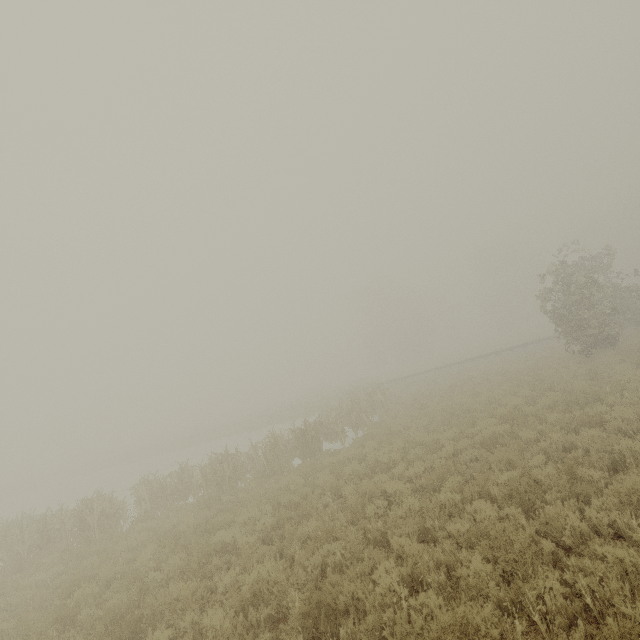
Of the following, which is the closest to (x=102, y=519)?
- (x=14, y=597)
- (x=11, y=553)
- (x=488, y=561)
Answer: (x=11, y=553)
